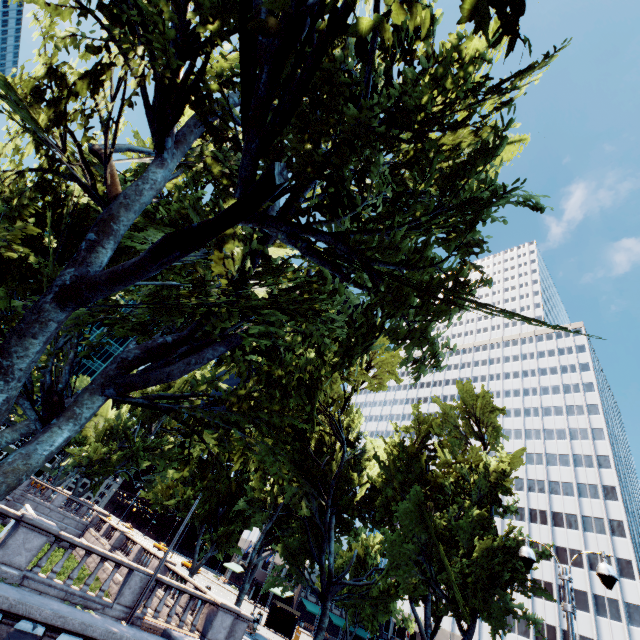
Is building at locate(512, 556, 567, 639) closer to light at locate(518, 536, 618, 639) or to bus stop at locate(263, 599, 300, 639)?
bus stop at locate(263, 599, 300, 639)

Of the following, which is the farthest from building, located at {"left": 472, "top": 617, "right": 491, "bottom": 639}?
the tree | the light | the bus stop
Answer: the light

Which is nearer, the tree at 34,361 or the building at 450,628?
the tree at 34,361

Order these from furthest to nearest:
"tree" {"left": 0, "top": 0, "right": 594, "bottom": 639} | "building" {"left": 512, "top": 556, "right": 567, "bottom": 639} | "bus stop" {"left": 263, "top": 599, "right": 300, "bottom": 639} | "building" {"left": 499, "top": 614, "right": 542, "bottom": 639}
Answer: "building" {"left": 499, "top": 614, "right": 542, "bottom": 639}
"building" {"left": 512, "top": 556, "right": 567, "bottom": 639}
"bus stop" {"left": 263, "top": 599, "right": 300, "bottom": 639}
"tree" {"left": 0, "top": 0, "right": 594, "bottom": 639}

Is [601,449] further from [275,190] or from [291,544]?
[275,190]

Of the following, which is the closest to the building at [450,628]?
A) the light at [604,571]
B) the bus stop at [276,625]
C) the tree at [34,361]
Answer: the tree at [34,361]
